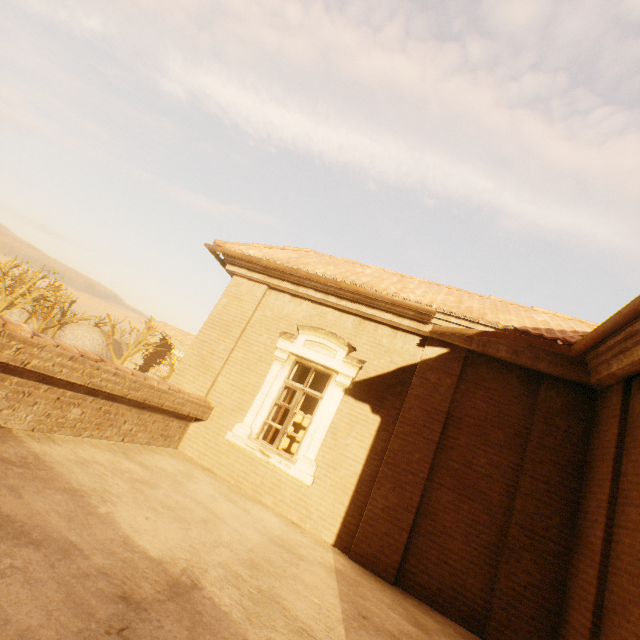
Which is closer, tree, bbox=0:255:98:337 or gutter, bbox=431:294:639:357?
gutter, bbox=431:294:639:357

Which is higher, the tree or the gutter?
the gutter

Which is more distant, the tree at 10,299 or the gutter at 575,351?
the tree at 10,299

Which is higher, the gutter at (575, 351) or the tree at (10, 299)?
the gutter at (575, 351)

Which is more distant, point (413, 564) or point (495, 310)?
point (495, 310)
